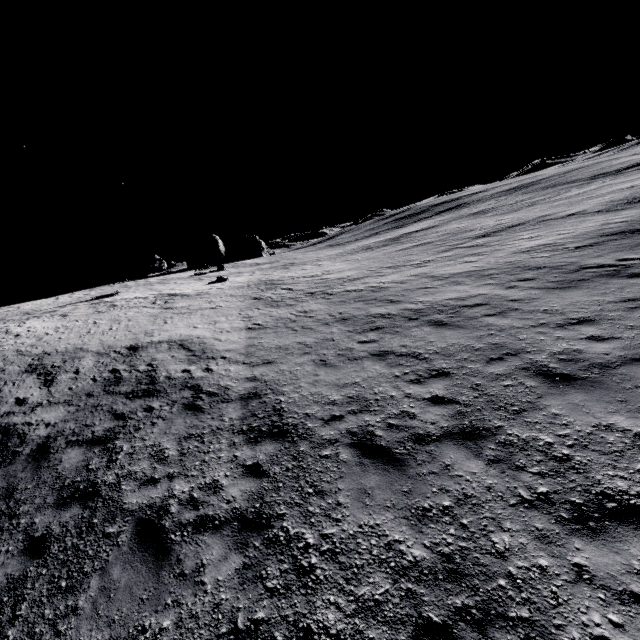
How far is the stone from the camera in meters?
39.7

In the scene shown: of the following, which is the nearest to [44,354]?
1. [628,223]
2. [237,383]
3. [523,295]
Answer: [237,383]

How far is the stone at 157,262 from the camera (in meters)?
39.69
